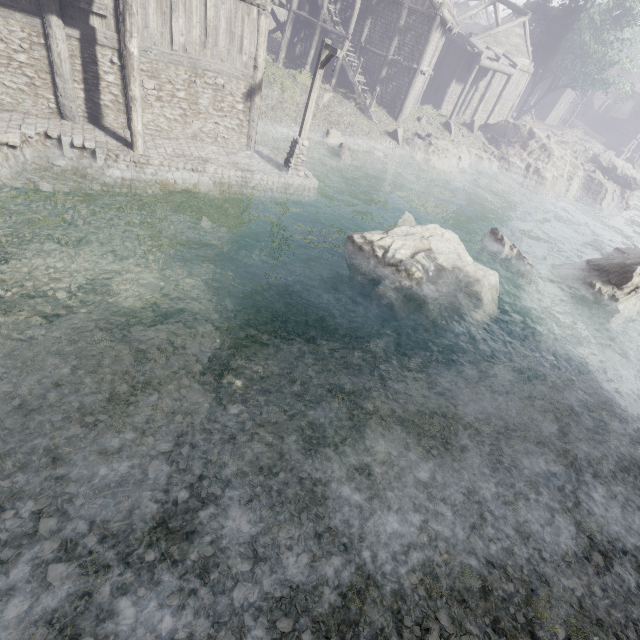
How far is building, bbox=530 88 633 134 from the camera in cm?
4191

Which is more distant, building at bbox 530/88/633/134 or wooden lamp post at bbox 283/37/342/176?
building at bbox 530/88/633/134

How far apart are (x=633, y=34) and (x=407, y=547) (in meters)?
49.50

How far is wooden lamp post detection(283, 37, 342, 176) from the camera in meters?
12.1 m

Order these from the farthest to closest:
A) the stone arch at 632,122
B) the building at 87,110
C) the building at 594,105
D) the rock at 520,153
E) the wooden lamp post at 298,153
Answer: the stone arch at 632,122, the building at 594,105, the rock at 520,153, the wooden lamp post at 298,153, the building at 87,110

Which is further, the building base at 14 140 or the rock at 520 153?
the rock at 520 153

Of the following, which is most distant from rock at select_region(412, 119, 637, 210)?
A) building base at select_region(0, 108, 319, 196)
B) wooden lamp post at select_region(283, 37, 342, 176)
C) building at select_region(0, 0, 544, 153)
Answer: wooden lamp post at select_region(283, 37, 342, 176)

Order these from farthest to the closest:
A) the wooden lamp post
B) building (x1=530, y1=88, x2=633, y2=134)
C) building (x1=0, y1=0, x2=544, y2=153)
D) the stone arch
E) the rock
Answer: the stone arch < building (x1=530, y1=88, x2=633, y2=134) < the rock < the wooden lamp post < building (x1=0, y1=0, x2=544, y2=153)
